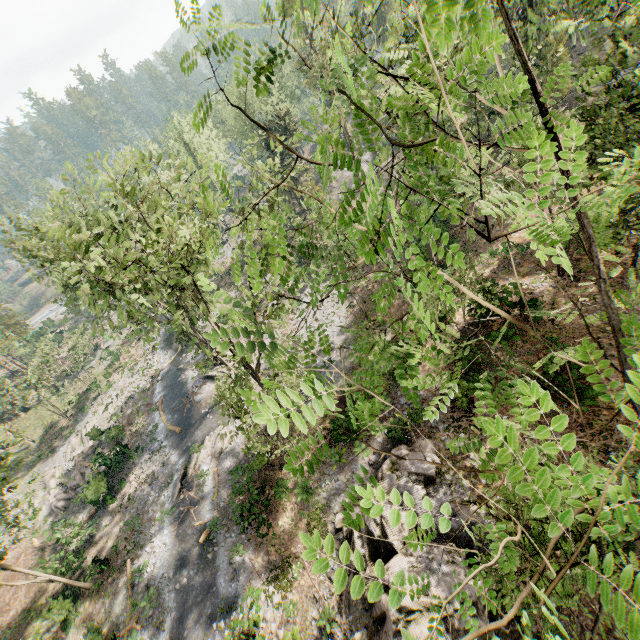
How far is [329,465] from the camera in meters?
19.9

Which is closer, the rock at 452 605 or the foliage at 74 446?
the rock at 452 605

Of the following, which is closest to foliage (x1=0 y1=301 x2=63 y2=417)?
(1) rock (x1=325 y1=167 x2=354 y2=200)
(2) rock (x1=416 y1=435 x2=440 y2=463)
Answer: (1) rock (x1=325 y1=167 x2=354 y2=200)

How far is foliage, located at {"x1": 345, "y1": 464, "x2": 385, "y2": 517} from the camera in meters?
1.2

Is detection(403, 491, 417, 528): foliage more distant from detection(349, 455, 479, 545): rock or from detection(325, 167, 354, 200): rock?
detection(349, 455, 479, 545): rock

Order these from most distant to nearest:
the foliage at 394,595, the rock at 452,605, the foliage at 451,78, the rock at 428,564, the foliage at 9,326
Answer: the foliage at 9,326 < the rock at 428,564 < the rock at 452,605 < the foliage at 451,78 < the foliage at 394,595

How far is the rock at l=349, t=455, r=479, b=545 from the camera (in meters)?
13.67
